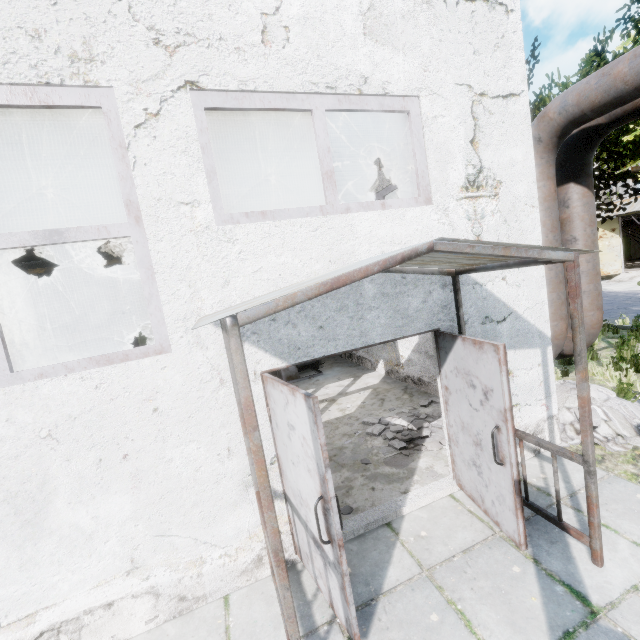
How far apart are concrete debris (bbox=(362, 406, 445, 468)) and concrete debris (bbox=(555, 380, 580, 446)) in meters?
0.4 m

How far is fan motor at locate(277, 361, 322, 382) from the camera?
10.7 meters

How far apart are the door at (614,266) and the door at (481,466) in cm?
2541

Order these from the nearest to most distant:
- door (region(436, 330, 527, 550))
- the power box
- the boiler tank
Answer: door (region(436, 330, 527, 550))
the power box
the boiler tank

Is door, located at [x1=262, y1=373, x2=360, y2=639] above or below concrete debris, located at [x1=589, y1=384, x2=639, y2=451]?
above

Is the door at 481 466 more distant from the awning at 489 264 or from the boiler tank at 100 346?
the boiler tank at 100 346

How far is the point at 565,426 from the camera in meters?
Answer: 5.3

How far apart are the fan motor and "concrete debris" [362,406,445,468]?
3.98m
